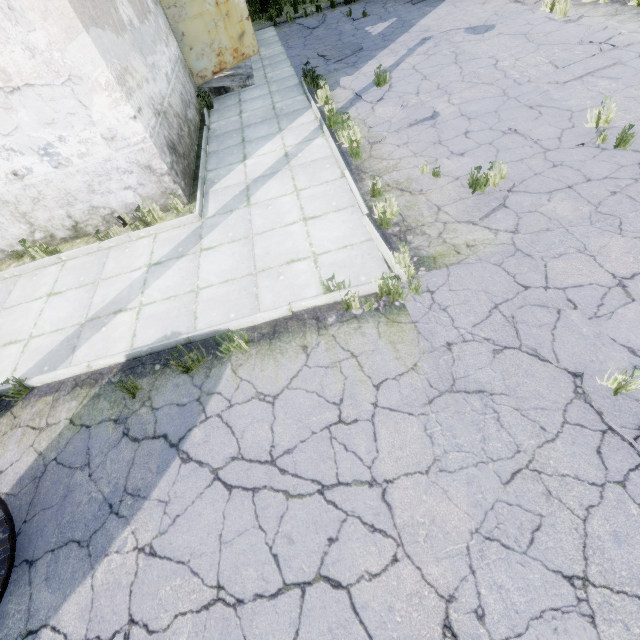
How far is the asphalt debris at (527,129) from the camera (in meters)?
5.80

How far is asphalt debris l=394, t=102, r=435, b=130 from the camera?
6.81m

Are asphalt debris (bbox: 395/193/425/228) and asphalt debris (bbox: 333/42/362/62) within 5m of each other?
no

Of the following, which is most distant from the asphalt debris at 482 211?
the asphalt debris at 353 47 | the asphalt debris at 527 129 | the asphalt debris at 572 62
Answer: the asphalt debris at 353 47

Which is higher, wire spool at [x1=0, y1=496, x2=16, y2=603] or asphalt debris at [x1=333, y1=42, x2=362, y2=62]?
wire spool at [x1=0, y1=496, x2=16, y2=603]

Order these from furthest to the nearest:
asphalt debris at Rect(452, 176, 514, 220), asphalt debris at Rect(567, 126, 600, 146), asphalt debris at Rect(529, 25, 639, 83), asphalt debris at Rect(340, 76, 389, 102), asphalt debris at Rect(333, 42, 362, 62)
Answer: asphalt debris at Rect(333, 42, 362, 62), asphalt debris at Rect(340, 76, 389, 102), asphalt debris at Rect(529, 25, 639, 83), asphalt debris at Rect(567, 126, 600, 146), asphalt debris at Rect(452, 176, 514, 220)

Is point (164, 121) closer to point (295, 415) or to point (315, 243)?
point (315, 243)

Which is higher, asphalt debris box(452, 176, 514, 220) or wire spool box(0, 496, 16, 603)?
wire spool box(0, 496, 16, 603)
